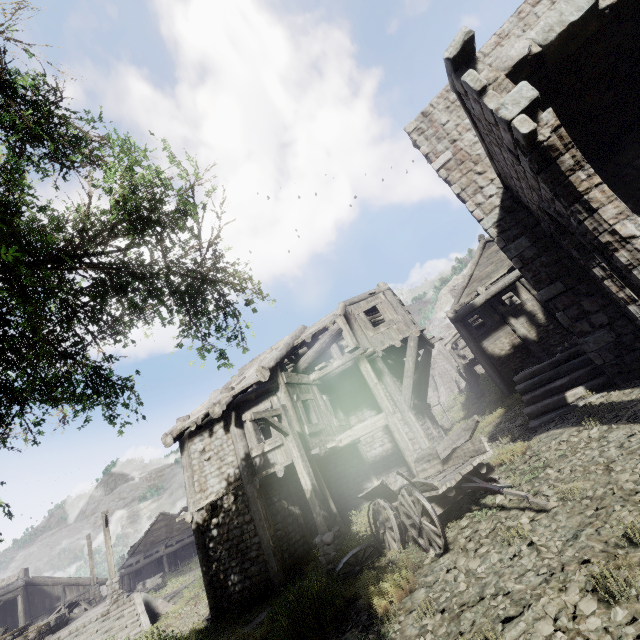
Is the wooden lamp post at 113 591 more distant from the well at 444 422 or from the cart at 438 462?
the well at 444 422

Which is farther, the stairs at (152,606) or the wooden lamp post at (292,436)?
the stairs at (152,606)

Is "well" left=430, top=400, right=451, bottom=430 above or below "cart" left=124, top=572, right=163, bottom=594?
above

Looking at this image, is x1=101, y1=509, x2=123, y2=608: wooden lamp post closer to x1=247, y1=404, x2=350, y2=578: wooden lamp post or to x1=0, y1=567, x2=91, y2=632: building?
x1=0, y1=567, x2=91, y2=632: building

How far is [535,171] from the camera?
5.2m

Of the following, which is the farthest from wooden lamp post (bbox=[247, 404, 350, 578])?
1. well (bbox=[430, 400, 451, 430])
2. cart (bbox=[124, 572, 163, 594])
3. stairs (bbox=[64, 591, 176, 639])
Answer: cart (bbox=[124, 572, 163, 594])

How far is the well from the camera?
24.0 meters

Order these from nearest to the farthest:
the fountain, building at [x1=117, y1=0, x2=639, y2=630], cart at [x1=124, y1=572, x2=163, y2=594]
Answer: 1. building at [x1=117, y1=0, x2=639, y2=630]
2. the fountain
3. cart at [x1=124, y1=572, x2=163, y2=594]
